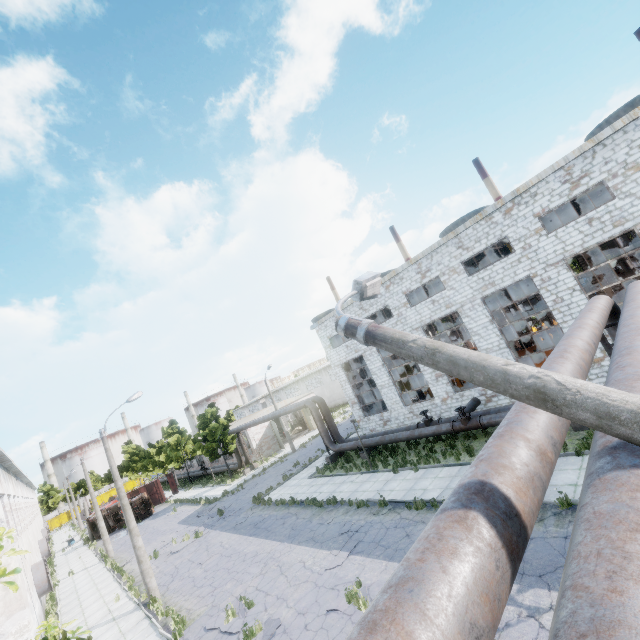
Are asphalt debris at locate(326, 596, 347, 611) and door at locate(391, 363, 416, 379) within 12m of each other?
no

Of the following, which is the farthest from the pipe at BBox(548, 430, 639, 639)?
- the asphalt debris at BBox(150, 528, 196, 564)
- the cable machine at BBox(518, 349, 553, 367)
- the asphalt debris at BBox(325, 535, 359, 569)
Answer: the asphalt debris at BBox(150, 528, 196, 564)

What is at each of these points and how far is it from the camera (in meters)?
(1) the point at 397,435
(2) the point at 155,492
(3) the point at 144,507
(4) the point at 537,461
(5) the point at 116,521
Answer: (1) pipe, 20.61
(2) truck dump body, 44.09
(3) truck, 38.34
(4) pipe, 2.85
(5) truck, 38.91

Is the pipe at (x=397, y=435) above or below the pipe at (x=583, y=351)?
below

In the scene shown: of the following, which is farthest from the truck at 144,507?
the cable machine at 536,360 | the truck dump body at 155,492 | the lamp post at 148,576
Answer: the cable machine at 536,360

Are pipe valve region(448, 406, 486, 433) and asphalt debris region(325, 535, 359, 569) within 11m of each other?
yes

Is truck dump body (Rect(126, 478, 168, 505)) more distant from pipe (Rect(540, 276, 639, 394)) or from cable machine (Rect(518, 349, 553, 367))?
cable machine (Rect(518, 349, 553, 367))

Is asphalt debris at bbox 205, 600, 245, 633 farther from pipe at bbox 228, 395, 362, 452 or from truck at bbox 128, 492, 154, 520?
truck at bbox 128, 492, 154, 520
